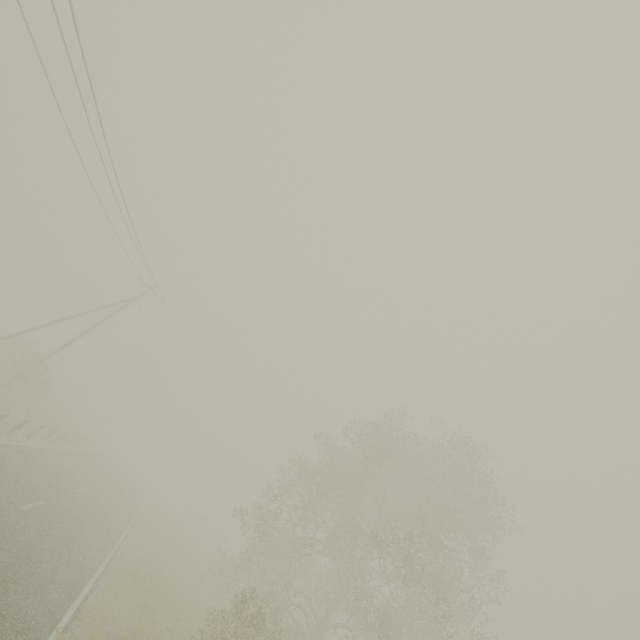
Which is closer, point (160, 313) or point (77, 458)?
point (77, 458)
